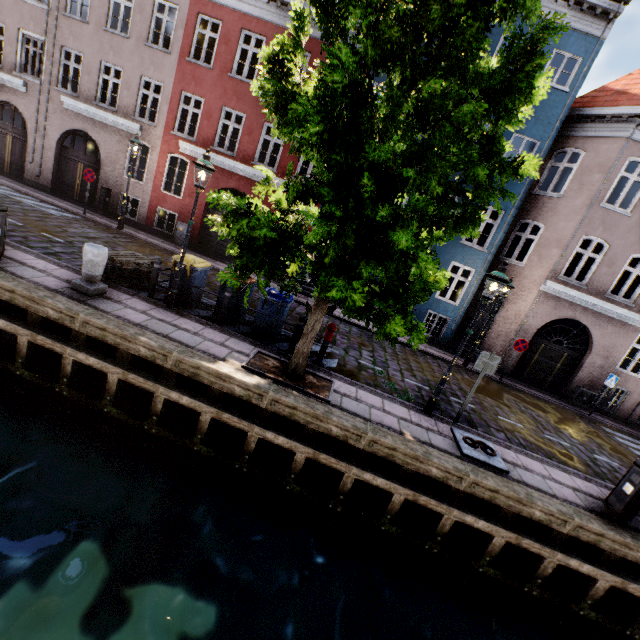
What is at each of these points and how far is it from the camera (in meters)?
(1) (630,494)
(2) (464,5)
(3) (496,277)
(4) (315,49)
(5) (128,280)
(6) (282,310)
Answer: (1) electrical box, 6.05
(2) tree, 4.35
(3) street light, 6.73
(4) building, 13.16
(5) pallet, 8.71
(6) trash bin, 8.28

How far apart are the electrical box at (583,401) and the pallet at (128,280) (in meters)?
17.15

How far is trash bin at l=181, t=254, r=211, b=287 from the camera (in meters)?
8.30

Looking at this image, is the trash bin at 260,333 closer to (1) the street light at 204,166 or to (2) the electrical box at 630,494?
(1) the street light at 204,166

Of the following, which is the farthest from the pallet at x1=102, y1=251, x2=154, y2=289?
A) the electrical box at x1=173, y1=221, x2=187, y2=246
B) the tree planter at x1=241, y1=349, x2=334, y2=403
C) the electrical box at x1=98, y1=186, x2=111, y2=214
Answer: the electrical box at x1=98, y1=186, x2=111, y2=214

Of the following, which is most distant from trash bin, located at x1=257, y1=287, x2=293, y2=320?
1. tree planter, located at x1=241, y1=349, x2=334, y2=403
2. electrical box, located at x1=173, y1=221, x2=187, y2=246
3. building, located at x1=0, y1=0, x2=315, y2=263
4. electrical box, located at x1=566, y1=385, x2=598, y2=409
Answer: electrical box, located at x1=566, y1=385, x2=598, y2=409

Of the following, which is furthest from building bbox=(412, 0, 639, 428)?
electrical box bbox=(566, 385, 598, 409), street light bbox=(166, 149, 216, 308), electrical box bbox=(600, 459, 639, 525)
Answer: electrical box bbox=(600, 459, 639, 525)

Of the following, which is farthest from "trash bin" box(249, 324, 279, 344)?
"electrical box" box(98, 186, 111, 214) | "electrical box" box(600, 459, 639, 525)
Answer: "electrical box" box(98, 186, 111, 214)
